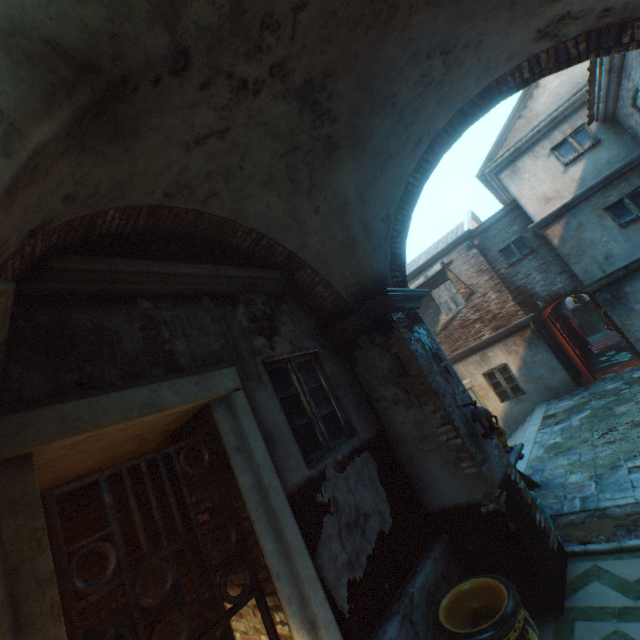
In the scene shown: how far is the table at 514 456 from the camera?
6.0m

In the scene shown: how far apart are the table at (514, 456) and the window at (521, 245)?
8.13m

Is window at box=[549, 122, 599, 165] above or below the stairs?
above

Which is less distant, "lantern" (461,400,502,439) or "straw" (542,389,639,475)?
"lantern" (461,400,502,439)

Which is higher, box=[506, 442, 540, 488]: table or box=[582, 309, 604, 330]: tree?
box=[506, 442, 540, 488]: table

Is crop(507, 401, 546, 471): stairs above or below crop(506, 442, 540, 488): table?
below

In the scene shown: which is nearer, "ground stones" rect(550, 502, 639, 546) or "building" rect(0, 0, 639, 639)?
"building" rect(0, 0, 639, 639)

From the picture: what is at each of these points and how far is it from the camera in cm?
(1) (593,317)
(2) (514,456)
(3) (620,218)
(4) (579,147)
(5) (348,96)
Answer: (1) tree, 3017
(2) table, 606
(3) window, 937
(4) window, 982
(5) building, 307
